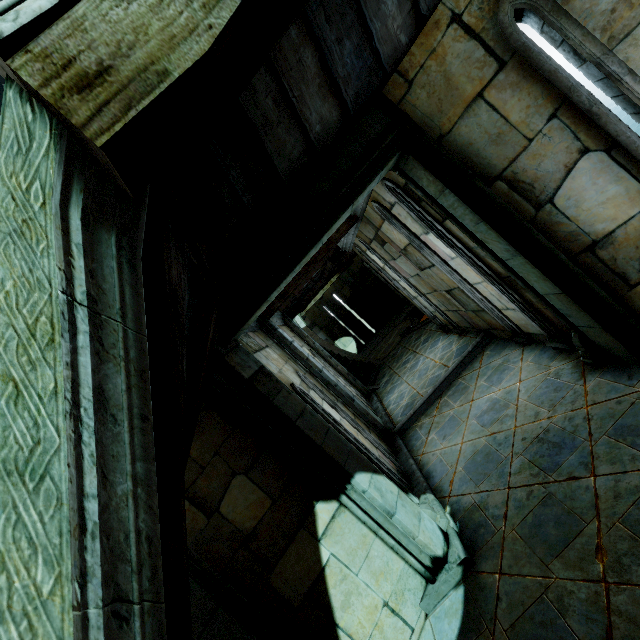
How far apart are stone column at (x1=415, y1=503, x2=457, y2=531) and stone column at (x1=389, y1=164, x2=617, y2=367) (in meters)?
2.65

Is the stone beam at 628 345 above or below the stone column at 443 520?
above

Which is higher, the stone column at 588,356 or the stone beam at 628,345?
the stone beam at 628,345

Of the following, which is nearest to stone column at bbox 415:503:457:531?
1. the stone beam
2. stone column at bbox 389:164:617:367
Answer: the stone beam

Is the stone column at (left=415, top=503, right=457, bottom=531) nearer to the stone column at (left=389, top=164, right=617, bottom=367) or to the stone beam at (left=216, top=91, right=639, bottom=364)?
the stone beam at (left=216, top=91, right=639, bottom=364)

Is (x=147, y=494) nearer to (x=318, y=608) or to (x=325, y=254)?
(x=318, y=608)
